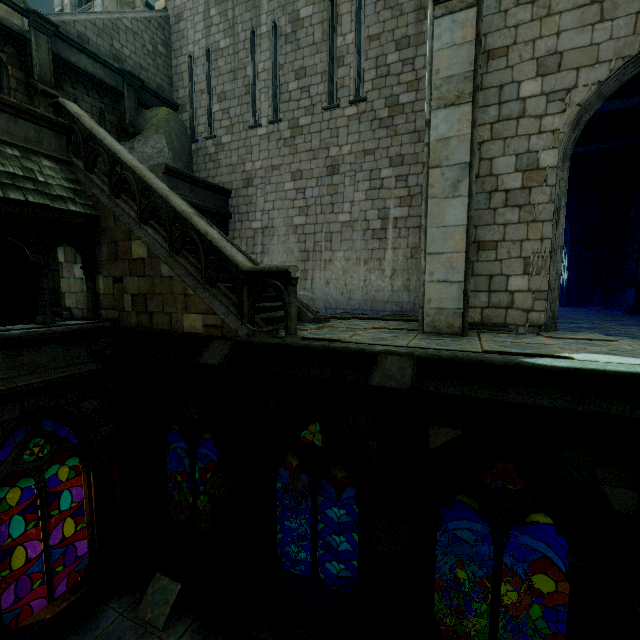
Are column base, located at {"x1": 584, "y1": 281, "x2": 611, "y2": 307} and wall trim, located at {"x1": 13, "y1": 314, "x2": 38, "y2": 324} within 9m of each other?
no

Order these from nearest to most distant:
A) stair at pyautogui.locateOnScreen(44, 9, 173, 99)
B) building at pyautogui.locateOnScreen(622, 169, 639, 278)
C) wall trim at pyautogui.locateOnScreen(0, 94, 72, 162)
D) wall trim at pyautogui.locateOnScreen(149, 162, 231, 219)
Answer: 1. wall trim at pyautogui.locateOnScreen(0, 94, 72, 162)
2. wall trim at pyautogui.locateOnScreen(149, 162, 231, 219)
3. stair at pyautogui.locateOnScreen(44, 9, 173, 99)
4. building at pyautogui.locateOnScreen(622, 169, 639, 278)

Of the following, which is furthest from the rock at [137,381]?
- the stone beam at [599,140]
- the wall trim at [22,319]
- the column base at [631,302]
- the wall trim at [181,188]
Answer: the column base at [631,302]

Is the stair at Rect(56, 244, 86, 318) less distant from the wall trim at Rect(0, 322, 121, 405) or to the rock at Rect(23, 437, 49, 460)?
the wall trim at Rect(0, 322, 121, 405)

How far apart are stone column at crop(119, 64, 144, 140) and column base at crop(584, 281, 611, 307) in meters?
19.6 m

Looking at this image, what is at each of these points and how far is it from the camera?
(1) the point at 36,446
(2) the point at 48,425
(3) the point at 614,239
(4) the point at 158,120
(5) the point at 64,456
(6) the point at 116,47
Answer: (1) rock, 14.00m
(2) rock, 12.71m
(3) stone column, 13.73m
(4) rock, 12.05m
(5) rock, 15.04m
(6) stair, 11.75m

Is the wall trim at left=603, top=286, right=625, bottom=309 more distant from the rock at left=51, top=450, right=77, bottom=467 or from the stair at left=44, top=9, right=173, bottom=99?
the stair at left=44, top=9, right=173, bottom=99

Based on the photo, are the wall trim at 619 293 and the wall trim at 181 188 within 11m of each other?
no
